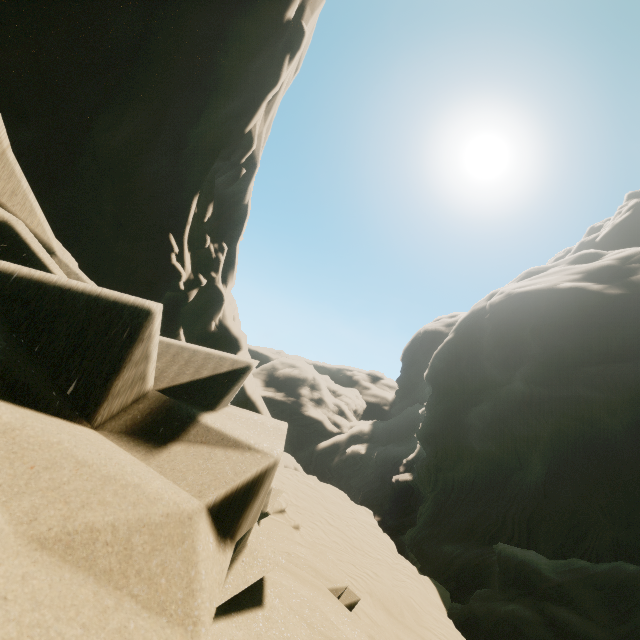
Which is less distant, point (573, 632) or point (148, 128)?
point (148, 128)
